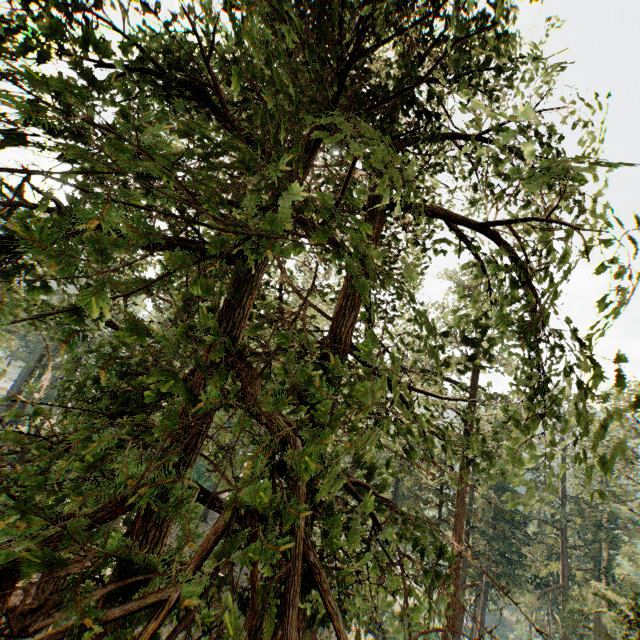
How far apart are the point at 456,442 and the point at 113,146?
22.6 meters
